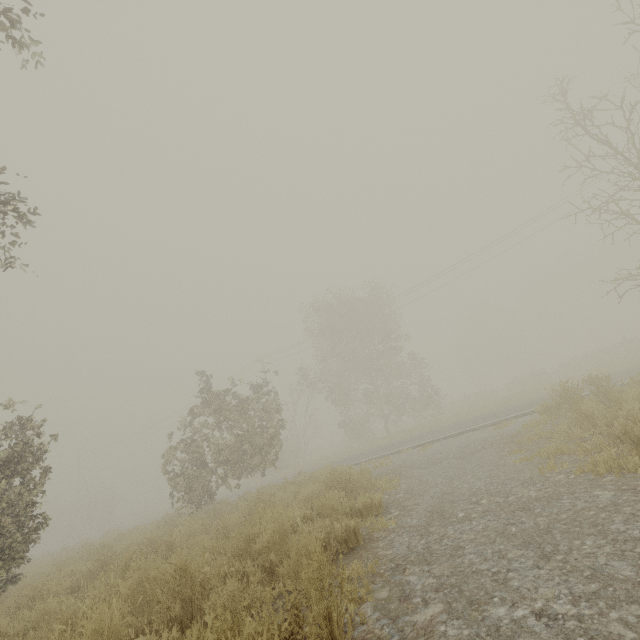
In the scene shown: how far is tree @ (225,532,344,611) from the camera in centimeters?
230cm

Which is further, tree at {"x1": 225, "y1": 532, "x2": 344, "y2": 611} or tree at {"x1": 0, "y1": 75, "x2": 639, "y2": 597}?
tree at {"x1": 0, "y1": 75, "x2": 639, "y2": 597}

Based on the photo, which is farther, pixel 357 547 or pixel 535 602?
pixel 357 547

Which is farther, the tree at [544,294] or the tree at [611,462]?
the tree at [544,294]

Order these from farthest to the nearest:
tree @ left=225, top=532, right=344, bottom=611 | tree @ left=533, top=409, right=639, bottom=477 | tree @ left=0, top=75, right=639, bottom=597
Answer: tree @ left=0, top=75, right=639, bottom=597 < tree @ left=533, top=409, right=639, bottom=477 < tree @ left=225, top=532, right=344, bottom=611

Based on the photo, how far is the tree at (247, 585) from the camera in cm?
230

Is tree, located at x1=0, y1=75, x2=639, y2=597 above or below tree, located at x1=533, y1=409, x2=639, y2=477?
above
